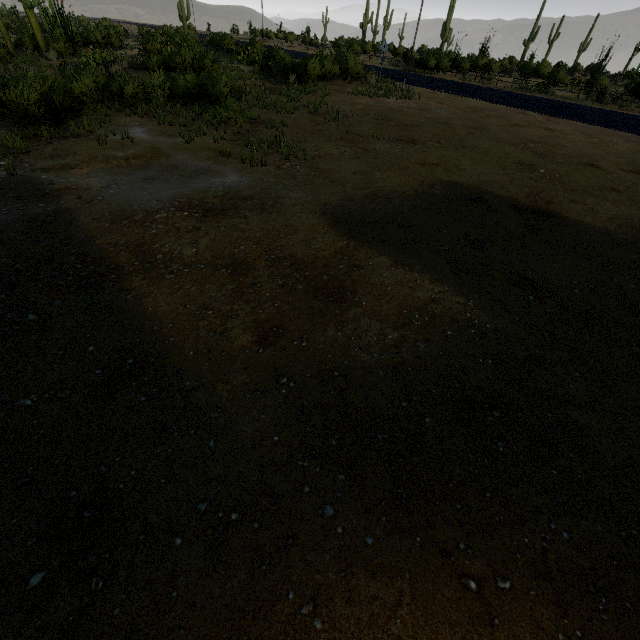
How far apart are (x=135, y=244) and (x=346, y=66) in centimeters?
2520cm
